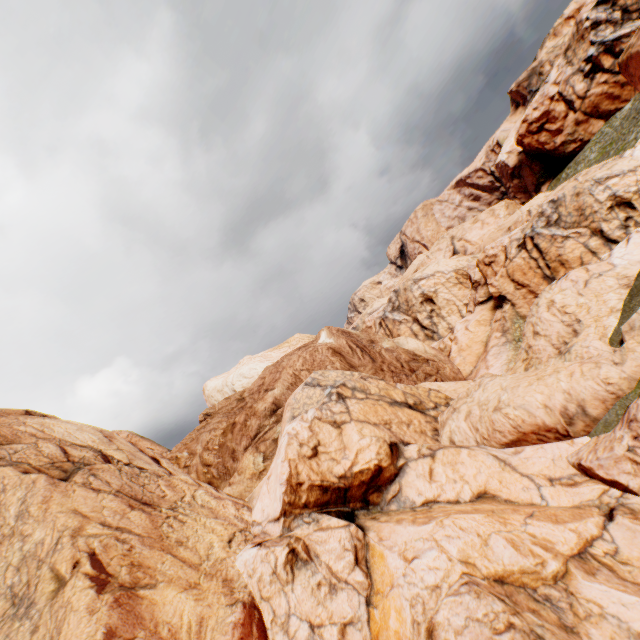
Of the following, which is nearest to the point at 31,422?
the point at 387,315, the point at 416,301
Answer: the point at 416,301

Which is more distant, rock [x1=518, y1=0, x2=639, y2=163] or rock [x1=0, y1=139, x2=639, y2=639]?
rock [x1=518, y1=0, x2=639, y2=163]

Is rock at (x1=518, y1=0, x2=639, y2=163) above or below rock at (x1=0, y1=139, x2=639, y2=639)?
above

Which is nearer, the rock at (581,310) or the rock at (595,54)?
the rock at (581,310)

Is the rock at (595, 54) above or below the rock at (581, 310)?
above
